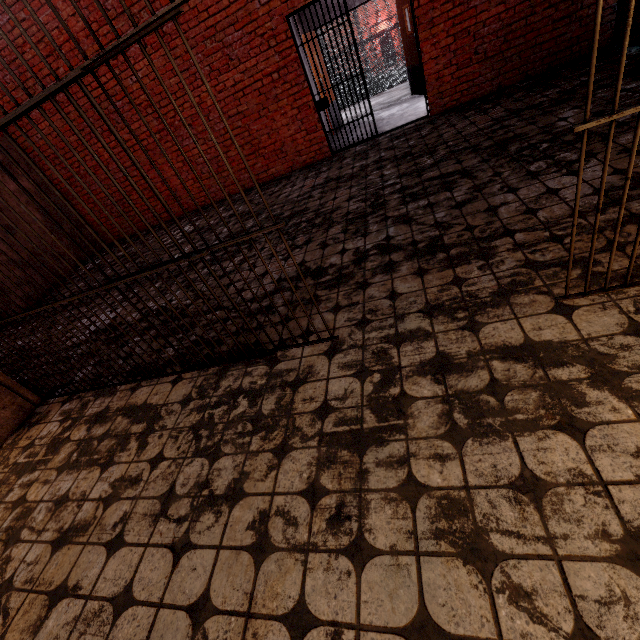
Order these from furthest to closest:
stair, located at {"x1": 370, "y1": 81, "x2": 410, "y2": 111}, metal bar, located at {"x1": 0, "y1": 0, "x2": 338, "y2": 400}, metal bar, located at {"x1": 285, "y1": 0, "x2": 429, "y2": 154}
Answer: stair, located at {"x1": 370, "y1": 81, "x2": 410, "y2": 111} < metal bar, located at {"x1": 285, "y1": 0, "x2": 429, "y2": 154} < metal bar, located at {"x1": 0, "y1": 0, "x2": 338, "y2": 400}

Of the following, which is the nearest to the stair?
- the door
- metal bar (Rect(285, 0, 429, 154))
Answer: the door

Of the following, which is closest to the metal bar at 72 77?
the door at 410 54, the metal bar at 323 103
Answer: the metal bar at 323 103

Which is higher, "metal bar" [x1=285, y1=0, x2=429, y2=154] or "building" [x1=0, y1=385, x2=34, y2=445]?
"metal bar" [x1=285, y1=0, x2=429, y2=154]

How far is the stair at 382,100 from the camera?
9.1m

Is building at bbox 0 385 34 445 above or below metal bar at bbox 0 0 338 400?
below

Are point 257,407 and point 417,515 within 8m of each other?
yes

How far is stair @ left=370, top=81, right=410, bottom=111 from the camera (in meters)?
9.07
